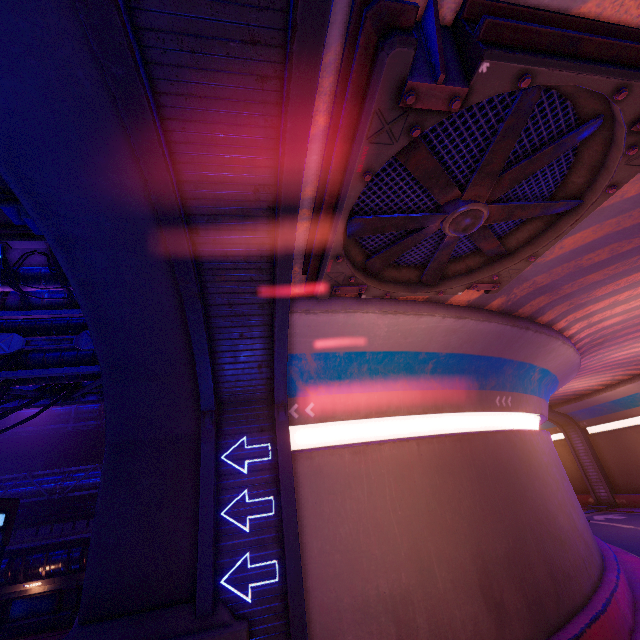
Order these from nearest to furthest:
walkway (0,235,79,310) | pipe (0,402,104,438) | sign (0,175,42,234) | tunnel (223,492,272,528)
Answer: sign (0,175,42,234)
tunnel (223,492,272,528)
walkway (0,235,79,310)
pipe (0,402,104,438)

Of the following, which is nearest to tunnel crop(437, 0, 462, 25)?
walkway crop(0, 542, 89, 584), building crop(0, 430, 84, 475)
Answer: walkway crop(0, 542, 89, 584)

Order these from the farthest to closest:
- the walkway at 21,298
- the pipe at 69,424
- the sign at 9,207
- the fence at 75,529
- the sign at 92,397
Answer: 1. the pipe at 69,424
2. the fence at 75,529
3. the sign at 92,397
4. the walkway at 21,298
5. the sign at 9,207

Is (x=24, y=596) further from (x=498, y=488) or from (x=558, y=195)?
(x=558, y=195)

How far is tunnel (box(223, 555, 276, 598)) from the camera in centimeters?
789cm

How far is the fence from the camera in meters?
25.0

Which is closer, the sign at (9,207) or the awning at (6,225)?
the sign at (9,207)

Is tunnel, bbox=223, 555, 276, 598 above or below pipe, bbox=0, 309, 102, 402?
below
